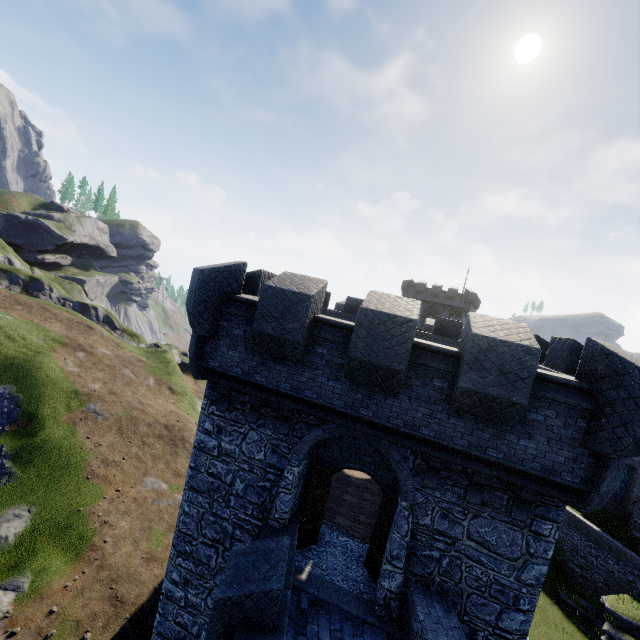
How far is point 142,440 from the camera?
28.5 meters
